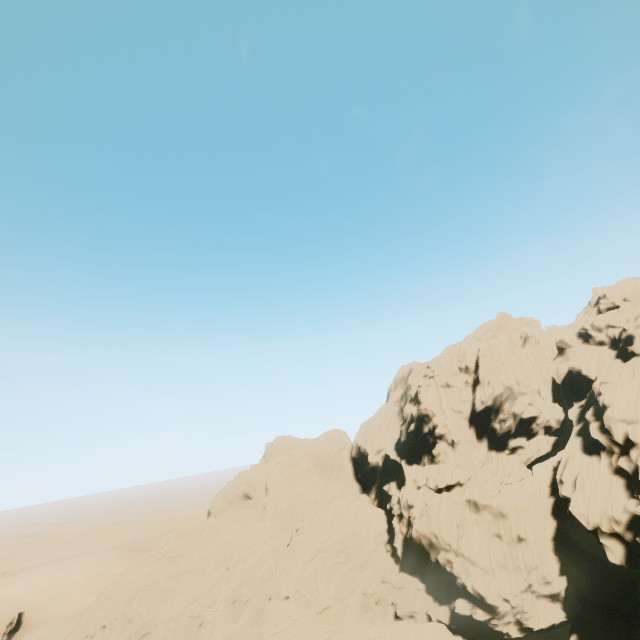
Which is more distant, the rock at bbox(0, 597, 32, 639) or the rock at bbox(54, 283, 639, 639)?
the rock at bbox(0, 597, 32, 639)

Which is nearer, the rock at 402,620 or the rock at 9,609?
the rock at 402,620

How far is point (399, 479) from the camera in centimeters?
5916cm
